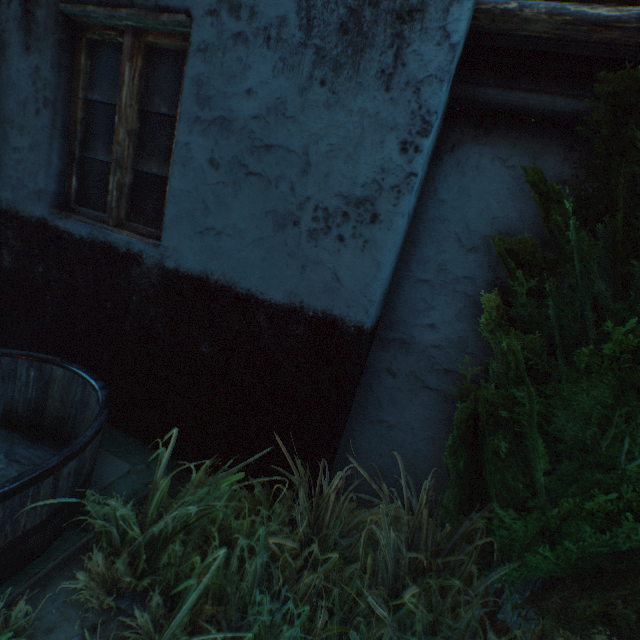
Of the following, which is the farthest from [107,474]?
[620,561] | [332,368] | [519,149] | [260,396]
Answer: [519,149]

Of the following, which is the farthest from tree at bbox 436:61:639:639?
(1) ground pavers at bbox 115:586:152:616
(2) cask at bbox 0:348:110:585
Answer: (2) cask at bbox 0:348:110:585

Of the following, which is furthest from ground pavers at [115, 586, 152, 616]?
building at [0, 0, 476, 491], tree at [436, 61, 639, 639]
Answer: tree at [436, 61, 639, 639]

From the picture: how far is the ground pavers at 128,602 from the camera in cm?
146

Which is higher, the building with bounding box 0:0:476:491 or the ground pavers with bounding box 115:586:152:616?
the building with bounding box 0:0:476:491

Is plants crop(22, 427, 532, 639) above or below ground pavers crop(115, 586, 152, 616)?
above

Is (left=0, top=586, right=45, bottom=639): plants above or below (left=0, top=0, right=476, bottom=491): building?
below

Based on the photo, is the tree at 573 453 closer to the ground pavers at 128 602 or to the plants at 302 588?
the plants at 302 588
